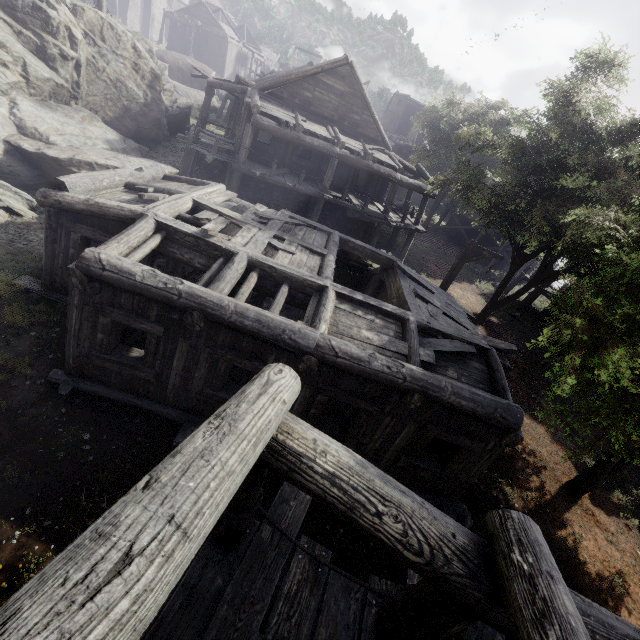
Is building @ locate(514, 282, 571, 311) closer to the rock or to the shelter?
the rock

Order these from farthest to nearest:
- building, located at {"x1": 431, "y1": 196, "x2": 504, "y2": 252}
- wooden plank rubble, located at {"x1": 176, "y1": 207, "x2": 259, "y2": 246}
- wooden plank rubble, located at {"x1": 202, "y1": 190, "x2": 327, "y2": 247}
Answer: building, located at {"x1": 431, "y1": 196, "x2": 504, "y2": 252} → wooden plank rubble, located at {"x1": 202, "y1": 190, "x2": 327, "y2": 247} → wooden plank rubble, located at {"x1": 176, "y1": 207, "x2": 259, "y2": 246}

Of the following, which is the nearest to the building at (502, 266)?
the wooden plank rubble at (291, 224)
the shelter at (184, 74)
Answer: the wooden plank rubble at (291, 224)

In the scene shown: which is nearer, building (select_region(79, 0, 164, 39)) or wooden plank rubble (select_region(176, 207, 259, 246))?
wooden plank rubble (select_region(176, 207, 259, 246))

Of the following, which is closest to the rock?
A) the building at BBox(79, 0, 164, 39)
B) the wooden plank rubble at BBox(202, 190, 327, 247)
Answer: the building at BBox(79, 0, 164, 39)

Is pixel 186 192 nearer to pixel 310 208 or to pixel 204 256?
pixel 204 256

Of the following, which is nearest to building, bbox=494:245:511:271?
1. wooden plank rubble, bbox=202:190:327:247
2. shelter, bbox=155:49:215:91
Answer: wooden plank rubble, bbox=202:190:327:247

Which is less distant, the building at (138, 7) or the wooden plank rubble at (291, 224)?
the wooden plank rubble at (291, 224)
